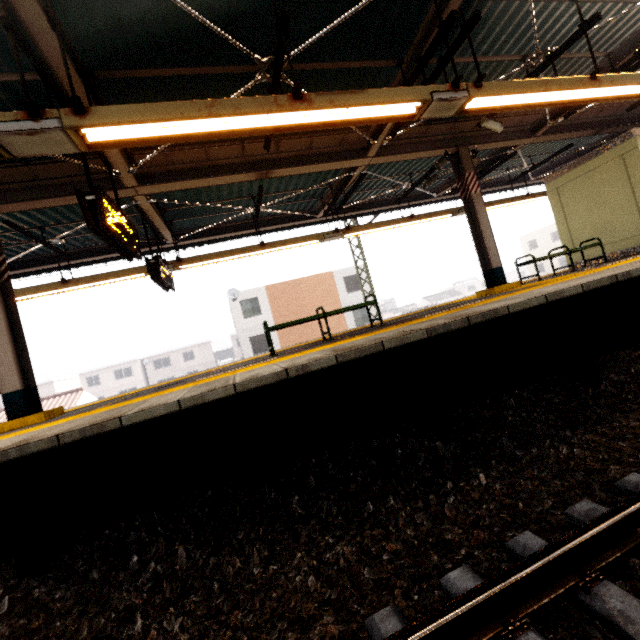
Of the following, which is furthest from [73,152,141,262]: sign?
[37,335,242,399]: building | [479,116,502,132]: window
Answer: [37,335,242,399]: building

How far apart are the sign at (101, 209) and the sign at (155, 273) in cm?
134

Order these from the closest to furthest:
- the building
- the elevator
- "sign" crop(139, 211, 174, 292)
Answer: "sign" crop(139, 211, 174, 292), the elevator, the building

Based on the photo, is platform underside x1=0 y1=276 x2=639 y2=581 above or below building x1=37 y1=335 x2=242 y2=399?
below

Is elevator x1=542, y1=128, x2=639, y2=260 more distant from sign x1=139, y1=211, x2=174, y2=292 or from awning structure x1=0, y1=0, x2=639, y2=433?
sign x1=139, y1=211, x2=174, y2=292

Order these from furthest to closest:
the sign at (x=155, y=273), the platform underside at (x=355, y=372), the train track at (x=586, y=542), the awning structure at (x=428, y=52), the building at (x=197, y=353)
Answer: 1. the building at (x=197, y=353)
2. the sign at (x=155, y=273)
3. the awning structure at (x=428, y=52)
4. the platform underside at (x=355, y=372)
5. the train track at (x=586, y=542)

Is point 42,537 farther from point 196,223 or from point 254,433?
point 196,223

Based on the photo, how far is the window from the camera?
6.79m
